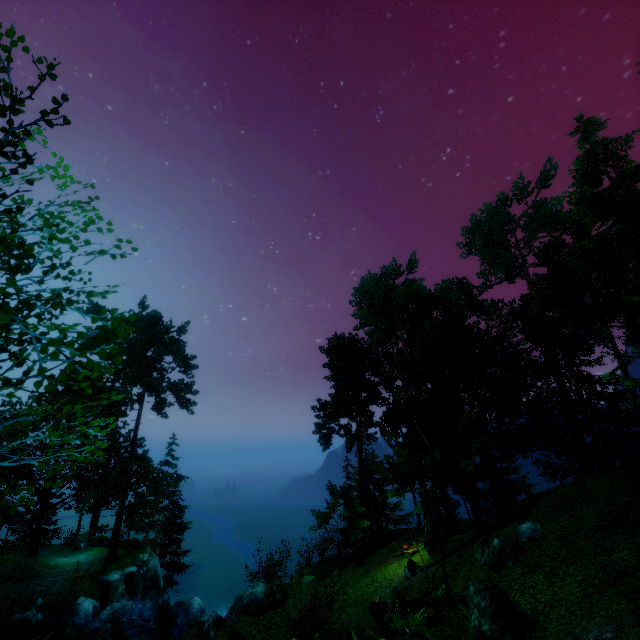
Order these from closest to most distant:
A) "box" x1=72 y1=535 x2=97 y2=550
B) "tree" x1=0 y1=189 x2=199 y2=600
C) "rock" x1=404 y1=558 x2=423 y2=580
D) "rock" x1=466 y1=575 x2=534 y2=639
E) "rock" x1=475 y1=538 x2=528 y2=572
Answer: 1. "tree" x1=0 y1=189 x2=199 y2=600
2. "rock" x1=466 y1=575 x2=534 y2=639
3. "rock" x1=475 y1=538 x2=528 y2=572
4. "rock" x1=404 y1=558 x2=423 y2=580
5. "box" x1=72 y1=535 x2=97 y2=550

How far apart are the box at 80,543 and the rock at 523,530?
34.83m

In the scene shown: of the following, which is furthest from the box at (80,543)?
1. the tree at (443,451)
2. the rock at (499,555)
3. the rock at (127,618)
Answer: the rock at (499,555)

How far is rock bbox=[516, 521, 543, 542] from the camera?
13.4m

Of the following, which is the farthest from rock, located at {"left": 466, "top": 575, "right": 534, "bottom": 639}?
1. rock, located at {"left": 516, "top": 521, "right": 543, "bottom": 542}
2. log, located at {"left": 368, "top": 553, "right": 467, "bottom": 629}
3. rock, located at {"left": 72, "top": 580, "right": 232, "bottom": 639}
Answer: rock, located at {"left": 72, "top": 580, "right": 232, "bottom": 639}

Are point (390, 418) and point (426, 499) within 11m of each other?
yes

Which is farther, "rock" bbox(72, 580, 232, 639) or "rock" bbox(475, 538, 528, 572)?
"rock" bbox(72, 580, 232, 639)

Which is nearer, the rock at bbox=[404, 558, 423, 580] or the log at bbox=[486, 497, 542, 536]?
the log at bbox=[486, 497, 542, 536]
